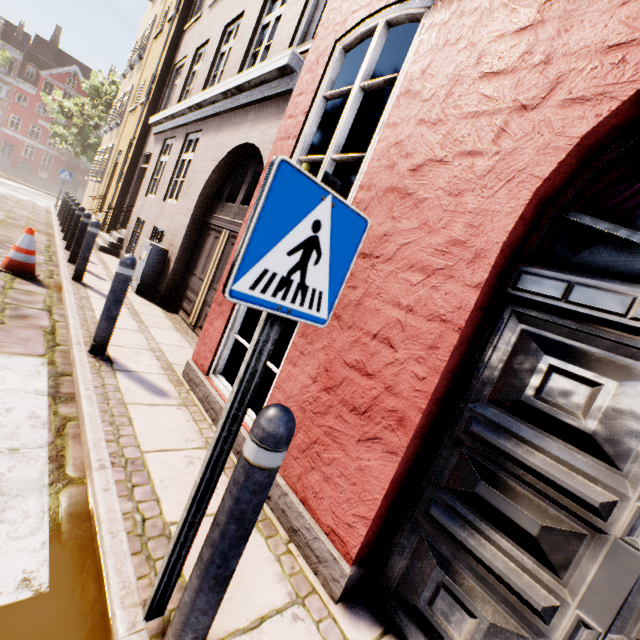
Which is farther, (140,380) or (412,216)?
(140,380)

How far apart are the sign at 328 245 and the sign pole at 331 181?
0.0 meters

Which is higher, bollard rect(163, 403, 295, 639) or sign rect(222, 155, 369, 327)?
sign rect(222, 155, 369, 327)

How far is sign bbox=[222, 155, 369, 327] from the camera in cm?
104

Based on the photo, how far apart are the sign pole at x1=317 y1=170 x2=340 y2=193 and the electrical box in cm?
610

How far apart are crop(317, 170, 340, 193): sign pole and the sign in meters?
0.0 m

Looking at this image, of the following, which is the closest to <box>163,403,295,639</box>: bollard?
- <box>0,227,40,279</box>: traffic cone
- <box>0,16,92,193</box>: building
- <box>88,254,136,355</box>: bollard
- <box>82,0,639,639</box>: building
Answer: <box>82,0,639,639</box>: building

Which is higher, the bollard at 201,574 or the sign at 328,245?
the sign at 328,245
